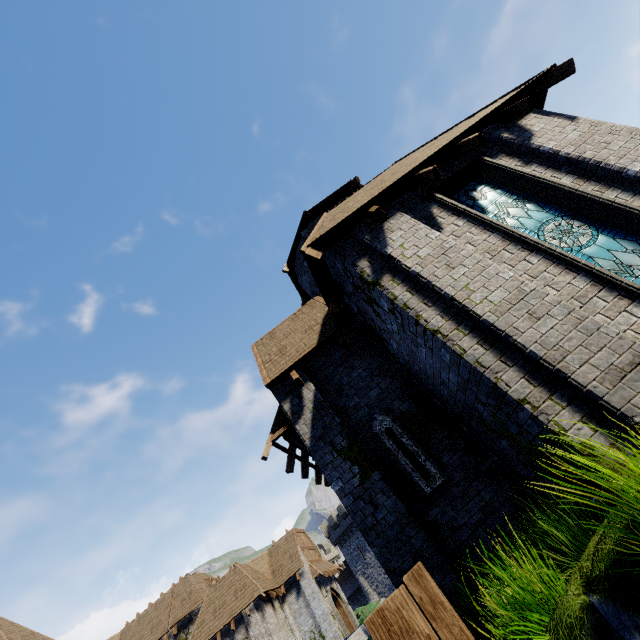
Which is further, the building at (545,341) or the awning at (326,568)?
the awning at (326,568)

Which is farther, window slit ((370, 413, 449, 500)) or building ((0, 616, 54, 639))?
building ((0, 616, 54, 639))

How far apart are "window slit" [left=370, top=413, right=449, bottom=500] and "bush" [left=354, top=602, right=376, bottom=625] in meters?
21.3

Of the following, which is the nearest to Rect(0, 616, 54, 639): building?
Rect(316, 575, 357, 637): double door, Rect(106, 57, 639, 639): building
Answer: Rect(316, 575, 357, 637): double door

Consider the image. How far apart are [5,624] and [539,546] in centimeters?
4704cm

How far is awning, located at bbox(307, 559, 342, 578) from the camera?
26.25m

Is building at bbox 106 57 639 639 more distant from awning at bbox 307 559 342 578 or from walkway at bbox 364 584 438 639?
awning at bbox 307 559 342 578

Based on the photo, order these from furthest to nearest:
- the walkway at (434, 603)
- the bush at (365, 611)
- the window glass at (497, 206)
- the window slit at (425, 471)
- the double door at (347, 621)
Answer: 1. the double door at (347, 621)
2. the bush at (365, 611)
3. the window slit at (425, 471)
4. the window glass at (497, 206)
5. the walkway at (434, 603)
